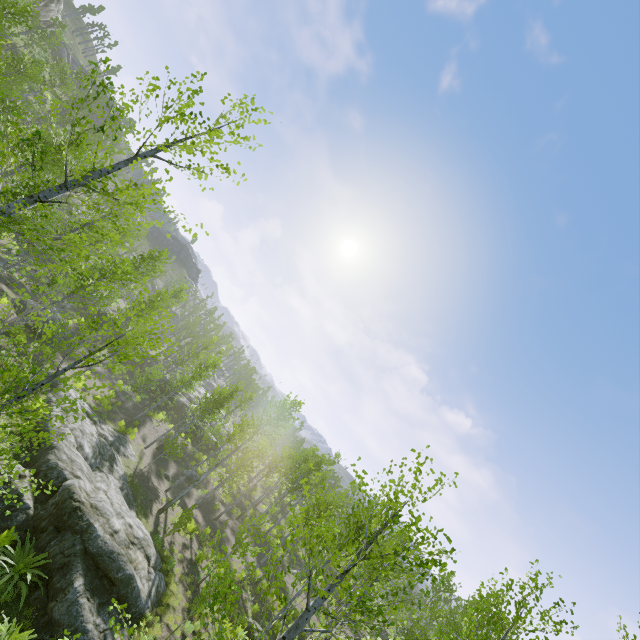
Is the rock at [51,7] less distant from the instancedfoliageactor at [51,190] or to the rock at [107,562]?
the instancedfoliageactor at [51,190]

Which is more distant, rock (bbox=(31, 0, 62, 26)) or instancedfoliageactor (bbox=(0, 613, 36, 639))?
rock (bbox=(31, 0, 62, 26))

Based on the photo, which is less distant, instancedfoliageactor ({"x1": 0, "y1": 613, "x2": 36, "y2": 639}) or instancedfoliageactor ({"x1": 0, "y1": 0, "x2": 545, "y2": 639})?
instancedfoliageactor ({"x1": 0, "y1": 0, "x2": 545, "y2": 639})

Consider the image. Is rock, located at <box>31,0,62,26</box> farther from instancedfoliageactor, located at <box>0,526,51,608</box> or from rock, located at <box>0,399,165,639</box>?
instancedfoliageactor, located at <box>0,526,51,608</box>

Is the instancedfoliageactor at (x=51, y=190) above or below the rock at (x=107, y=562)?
above

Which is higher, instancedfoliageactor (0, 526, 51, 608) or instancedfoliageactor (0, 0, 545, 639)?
instancedfoliageactor (0, 0, 545, 639)

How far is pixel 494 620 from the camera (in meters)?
25.62

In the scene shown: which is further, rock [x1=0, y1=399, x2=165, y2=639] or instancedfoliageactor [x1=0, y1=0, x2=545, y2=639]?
rock [x1=0, y1=399, x2=165, y2=639]
